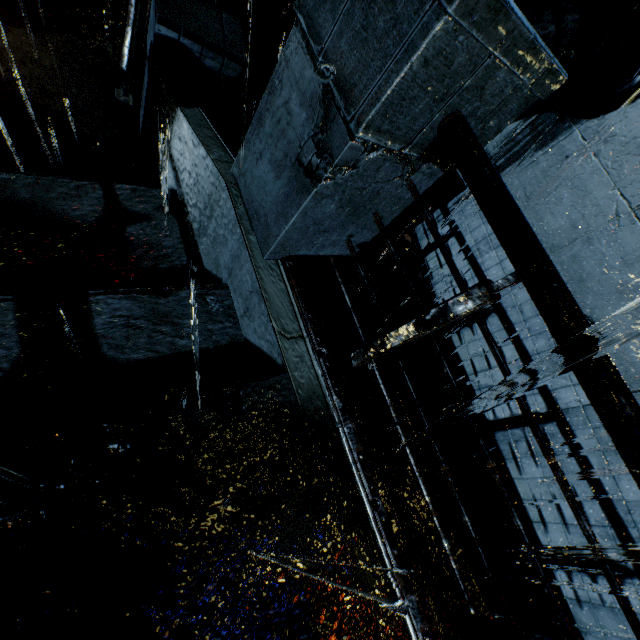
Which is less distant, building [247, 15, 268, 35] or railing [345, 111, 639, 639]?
railing [345, 111, 639, 639]

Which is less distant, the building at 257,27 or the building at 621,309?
the building at 621,309

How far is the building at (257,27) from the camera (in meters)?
6.98

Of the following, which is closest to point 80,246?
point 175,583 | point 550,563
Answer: point 175,583

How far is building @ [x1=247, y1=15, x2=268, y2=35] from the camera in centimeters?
698cm

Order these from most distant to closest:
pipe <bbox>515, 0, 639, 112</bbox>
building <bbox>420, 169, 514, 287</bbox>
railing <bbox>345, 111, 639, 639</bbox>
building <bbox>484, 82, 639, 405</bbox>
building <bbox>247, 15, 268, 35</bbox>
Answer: building <bbox>247, 15, 268, 35</bbox> → building <bbox>420, 169, 514, 287</bbox> → building <bbox>484, 82, 639, 405</bbox> → pipe <bbox>515, 0, 639, 112</bbox> → railing <bbox>345, 111, 639, 639</bbox>

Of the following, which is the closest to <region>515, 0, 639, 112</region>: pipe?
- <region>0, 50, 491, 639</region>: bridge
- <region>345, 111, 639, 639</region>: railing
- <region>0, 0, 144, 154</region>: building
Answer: <region>0, 0, 144, 154</region>: building

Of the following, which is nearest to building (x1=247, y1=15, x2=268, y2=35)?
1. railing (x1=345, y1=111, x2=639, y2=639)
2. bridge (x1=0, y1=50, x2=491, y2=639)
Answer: bridge (x1=0, y1=50, x2=491, y2=639)
